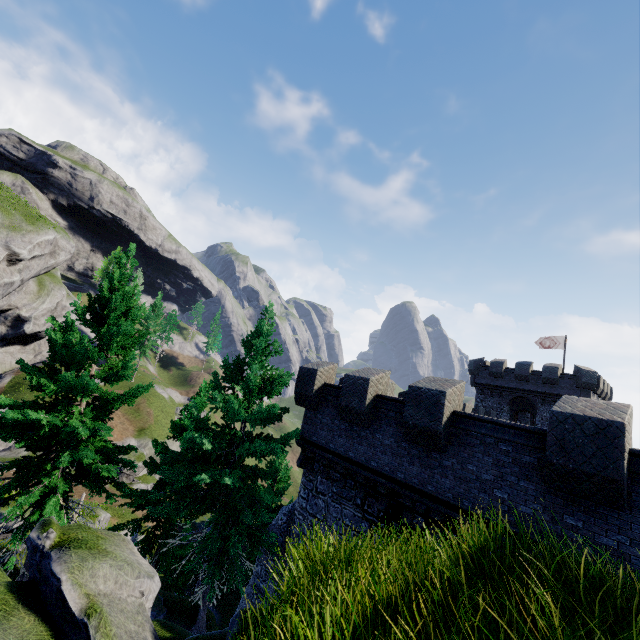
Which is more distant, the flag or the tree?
the flag

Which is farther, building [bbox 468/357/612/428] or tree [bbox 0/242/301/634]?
building [bbox 468/357/612/428]

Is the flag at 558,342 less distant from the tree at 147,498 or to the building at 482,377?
the building at 482,377

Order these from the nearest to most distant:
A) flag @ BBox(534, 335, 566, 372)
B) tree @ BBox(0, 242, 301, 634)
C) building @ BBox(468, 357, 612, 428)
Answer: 1. tree @ BBox(0, 242, 301, 634)
2. building @ BBox(468, 357, 612, 428)
3. flag @ BBox(534, 335, 566, 372)

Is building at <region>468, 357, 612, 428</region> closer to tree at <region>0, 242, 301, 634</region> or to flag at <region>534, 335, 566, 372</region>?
flag at <region>534, 335, 566, 372</region>

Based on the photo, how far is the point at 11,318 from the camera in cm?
4119

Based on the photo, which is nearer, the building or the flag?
the building
